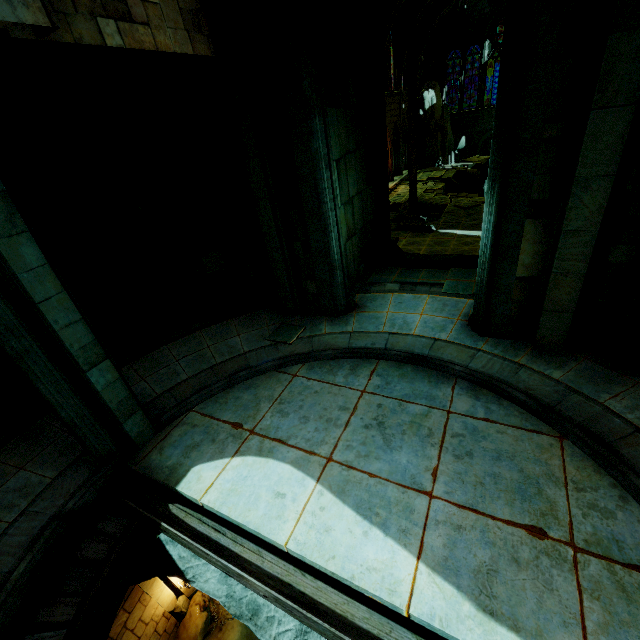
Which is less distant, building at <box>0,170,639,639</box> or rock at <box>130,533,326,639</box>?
building at <box>0,170,639,639</box>

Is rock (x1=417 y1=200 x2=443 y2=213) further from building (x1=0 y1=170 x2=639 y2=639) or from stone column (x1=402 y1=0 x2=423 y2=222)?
stone column (x1=402 y1=0 x2=423 y2=222)

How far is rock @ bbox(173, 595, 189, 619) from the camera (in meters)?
10.82

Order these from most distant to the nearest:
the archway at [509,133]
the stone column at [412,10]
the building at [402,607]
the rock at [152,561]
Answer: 1. the stone column at [412,10]
2. the rock at [152,561]
3. the archway at [509,133]
4. the building at [402,607]

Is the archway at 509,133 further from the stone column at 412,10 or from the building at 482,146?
the stone column at 412,10

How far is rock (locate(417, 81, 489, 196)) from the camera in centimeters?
3275cm

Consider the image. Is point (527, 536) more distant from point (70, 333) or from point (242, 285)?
point (242, 285)

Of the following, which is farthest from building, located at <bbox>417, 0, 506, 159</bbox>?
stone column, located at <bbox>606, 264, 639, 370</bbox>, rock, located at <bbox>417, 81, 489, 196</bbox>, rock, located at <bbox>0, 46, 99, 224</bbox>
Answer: rock, located at <bbox>0, 46, 99, 224</bbox>
